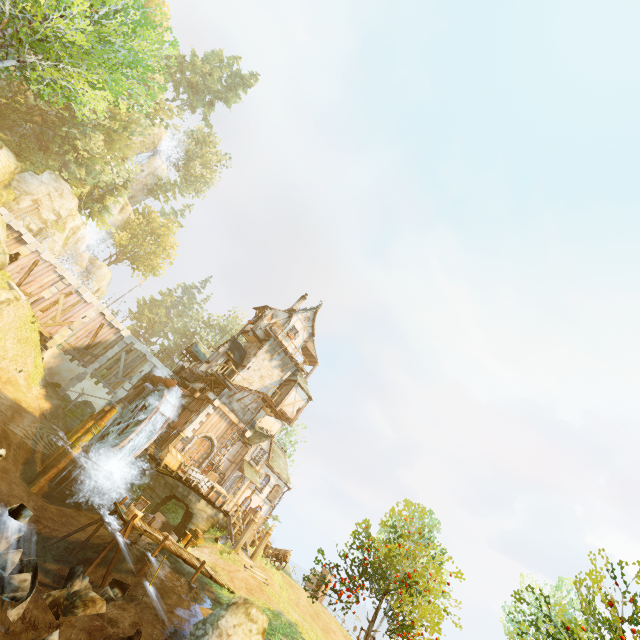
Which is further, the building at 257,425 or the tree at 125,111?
the building at 257,425

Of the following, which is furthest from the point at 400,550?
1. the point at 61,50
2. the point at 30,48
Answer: the point at 30,48

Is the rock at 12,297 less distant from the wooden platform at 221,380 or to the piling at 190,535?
the wooden platform at 221,380

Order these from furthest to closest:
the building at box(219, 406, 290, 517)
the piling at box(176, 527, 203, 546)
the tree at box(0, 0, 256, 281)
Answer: the building at box(219, 406, 290, 517)
the piling at box(176, 527, 203, 546)
the tree at box(0, 0, 256, 281)

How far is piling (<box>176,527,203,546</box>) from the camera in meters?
18.5 m

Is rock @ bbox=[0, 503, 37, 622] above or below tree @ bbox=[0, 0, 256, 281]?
below

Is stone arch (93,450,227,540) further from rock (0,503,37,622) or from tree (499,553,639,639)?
rock (0,503,37,622)

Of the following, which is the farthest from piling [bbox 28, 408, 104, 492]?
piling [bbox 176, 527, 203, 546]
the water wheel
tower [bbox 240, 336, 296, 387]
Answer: piling [bbox 176, 527, 203, 546]
